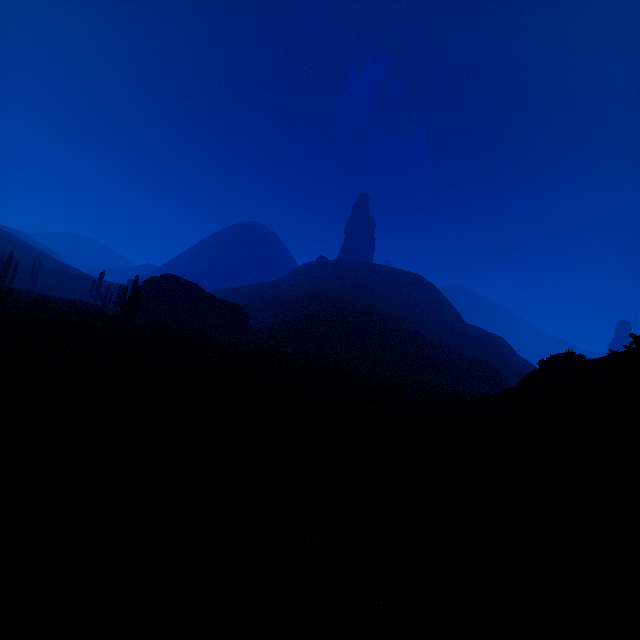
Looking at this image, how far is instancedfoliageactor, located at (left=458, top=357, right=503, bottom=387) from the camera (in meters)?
36.81

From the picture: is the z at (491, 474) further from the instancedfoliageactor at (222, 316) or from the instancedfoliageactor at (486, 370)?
the instancedfoliageactor at (222, 316)

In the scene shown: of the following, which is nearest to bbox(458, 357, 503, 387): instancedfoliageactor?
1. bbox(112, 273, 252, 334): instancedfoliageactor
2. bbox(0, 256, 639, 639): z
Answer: bbox(0, 256, 639, 639): z

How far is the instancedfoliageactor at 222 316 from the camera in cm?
1964

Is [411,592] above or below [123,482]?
above

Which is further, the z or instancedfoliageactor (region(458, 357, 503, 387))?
instancedfoliageactor (region(458, 357, 503, 387))
